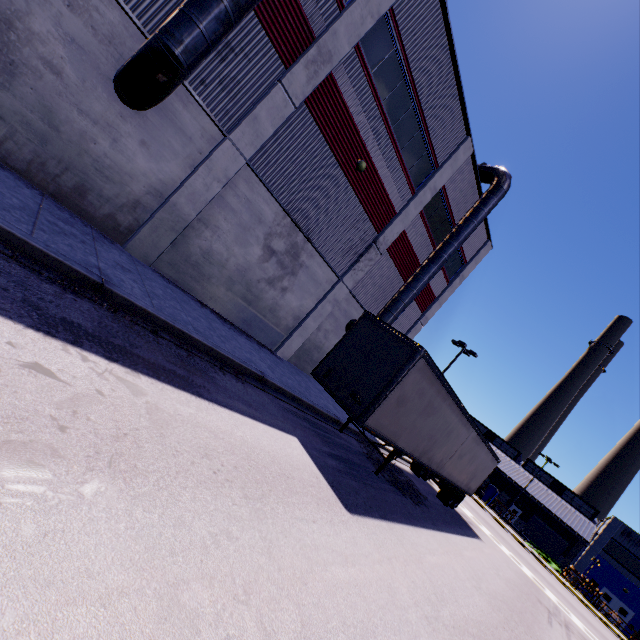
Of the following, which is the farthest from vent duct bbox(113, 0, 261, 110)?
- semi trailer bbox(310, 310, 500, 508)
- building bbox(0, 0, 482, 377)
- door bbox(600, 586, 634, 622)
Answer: door bbox(600, 586, 634, 622)

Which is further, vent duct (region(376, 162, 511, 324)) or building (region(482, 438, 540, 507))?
building (region(482, 438, 540, 507))

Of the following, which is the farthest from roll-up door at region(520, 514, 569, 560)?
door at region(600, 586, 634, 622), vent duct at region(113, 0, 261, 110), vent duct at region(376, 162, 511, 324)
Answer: vent duct at region(113, 0, 261, 110)

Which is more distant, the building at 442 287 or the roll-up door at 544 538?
the roll-up door at 544 538

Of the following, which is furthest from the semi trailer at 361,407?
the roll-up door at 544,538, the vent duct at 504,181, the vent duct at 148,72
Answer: the roll-up door at 544,538

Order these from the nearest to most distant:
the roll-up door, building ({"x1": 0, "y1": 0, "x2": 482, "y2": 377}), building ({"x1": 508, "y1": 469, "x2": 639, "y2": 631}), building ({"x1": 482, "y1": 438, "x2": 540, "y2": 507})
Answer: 1. building ({"x1": 0, "y1": 0, "x2": 482, "y2": 377})
2. building ({"x1": 508, "y1": 469, "x2": 639, "y2": 631})
3. the roll-up door
4. building ({"x1": 482, "y1": 438, "x2": 540, "y2": 507})

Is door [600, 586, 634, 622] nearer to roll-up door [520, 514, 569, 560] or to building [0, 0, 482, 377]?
building [0, 0, 482, 377]

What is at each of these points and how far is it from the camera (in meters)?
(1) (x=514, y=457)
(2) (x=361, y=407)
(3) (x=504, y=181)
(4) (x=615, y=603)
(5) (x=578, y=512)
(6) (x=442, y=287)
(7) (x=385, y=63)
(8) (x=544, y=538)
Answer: (1) building, 57.44
(2) semi trailer, 9.08
(3) vent duct, 17.44
(4) door, 37.44
(5) building, 49.03
(6) building, 21.88
(7) building, 12.50
(8) roll-up door, 48.44
